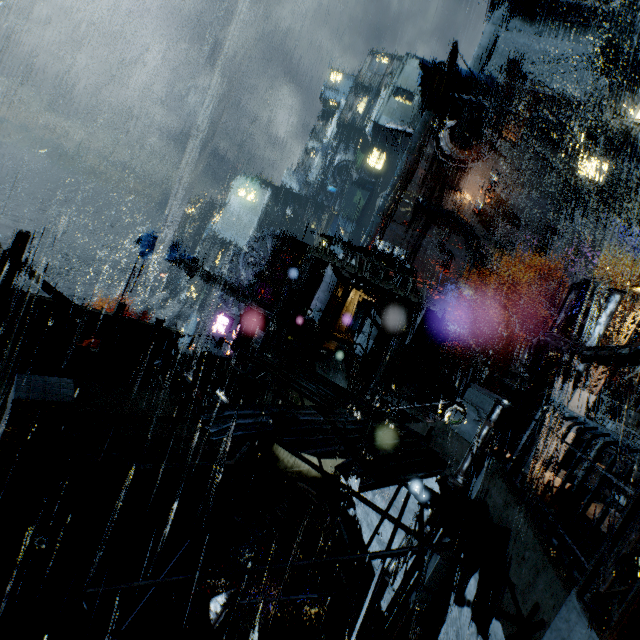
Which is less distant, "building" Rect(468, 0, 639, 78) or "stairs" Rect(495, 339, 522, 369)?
"stairs" Rect(495, 339, 522, 369)

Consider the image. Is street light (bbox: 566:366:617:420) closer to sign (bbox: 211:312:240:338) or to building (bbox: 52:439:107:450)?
building (bbox: 52:439:107:450)

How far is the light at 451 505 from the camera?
7.6 meters

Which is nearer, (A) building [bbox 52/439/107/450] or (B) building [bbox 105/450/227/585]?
(A) building [bbox 52/439/107/450]

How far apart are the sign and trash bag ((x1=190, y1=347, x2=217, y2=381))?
14.6m

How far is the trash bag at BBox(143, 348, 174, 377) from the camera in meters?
11.6 m

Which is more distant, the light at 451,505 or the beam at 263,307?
the beam at 263,307

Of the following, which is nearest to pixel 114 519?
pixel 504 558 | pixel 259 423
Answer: pixel 259 423
